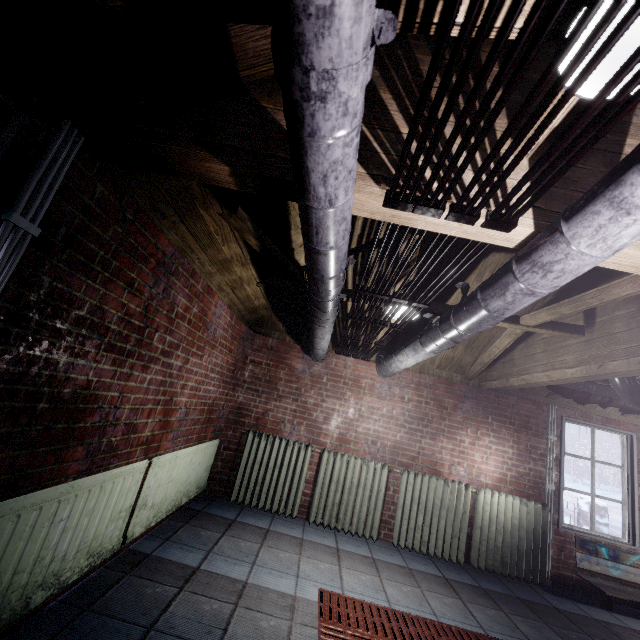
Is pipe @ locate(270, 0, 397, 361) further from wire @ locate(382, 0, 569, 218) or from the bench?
the bench

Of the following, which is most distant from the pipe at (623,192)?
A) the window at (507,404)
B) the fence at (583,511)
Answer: the fence at (583,511)

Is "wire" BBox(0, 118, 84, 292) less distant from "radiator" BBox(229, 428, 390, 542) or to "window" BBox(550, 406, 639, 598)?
"radiator" BBox(229, 428, 390, 542)

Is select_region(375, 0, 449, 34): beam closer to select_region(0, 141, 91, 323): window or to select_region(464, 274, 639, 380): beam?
select_region(0, 141, 91, 323): window

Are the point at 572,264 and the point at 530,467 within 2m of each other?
no

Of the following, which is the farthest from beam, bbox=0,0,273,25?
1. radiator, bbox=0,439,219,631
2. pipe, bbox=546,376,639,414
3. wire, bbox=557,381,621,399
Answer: wire, bbox=557,381,621,399

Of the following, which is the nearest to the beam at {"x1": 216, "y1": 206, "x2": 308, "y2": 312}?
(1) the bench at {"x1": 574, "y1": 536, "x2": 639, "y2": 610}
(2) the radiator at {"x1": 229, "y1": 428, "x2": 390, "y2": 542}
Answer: (2) the radiator at {"x1": 229, "y1": 428, "x2": 390, "y2": 542}

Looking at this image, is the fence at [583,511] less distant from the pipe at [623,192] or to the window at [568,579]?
the window at [568,579]
